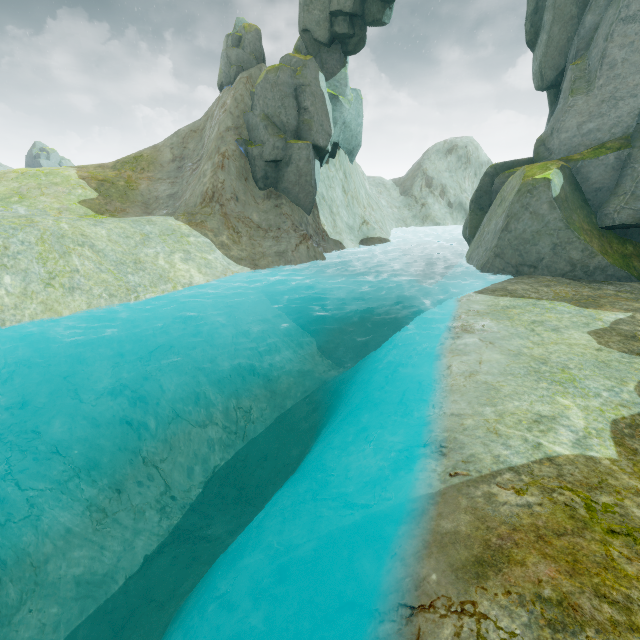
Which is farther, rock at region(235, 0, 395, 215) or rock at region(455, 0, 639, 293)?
rock at region(235, 0, 395, 215)

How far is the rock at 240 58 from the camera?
27.7m

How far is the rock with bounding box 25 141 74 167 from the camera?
55.44m

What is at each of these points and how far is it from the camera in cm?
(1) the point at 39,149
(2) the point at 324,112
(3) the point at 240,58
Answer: (1) rock, 5616
(2) rock, 2578
(3) rock, 2802

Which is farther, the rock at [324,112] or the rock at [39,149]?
the rock at [39,149]

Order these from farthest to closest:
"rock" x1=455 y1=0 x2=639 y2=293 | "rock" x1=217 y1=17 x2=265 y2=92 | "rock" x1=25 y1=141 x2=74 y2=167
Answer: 1. "rock" x1=25 y1=141 x2=74 y2=167
2. "rock" x1=217 y1=17 x2=265 y2=92
3. "rock" x1=455 y1=0 x2=639 y2=293

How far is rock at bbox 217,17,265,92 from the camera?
27.7 meters

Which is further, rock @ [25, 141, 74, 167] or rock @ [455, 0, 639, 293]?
rock @ [25, 141, 74, 167]
